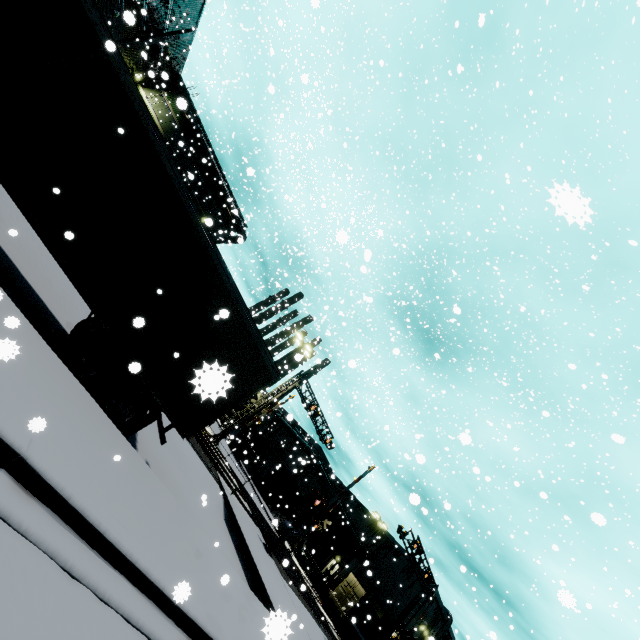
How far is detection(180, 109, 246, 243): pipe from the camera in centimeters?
2763cm

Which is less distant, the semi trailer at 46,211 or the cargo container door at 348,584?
Answer: the semi trailer at 46,211

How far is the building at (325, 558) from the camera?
40.3 meters

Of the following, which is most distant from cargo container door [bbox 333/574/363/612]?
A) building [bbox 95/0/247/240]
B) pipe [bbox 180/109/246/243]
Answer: pipe [bbox 180/109/246/243]

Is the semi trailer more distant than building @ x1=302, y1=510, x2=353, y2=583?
No

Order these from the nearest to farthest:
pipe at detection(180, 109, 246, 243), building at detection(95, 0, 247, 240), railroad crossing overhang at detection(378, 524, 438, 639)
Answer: building at detection(95, 0, 247, 240)
railroad crossing overhang at detection(378, 524, 438, 639)
pipe at detection(180, 109, 246, 243)

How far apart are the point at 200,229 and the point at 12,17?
4.23m

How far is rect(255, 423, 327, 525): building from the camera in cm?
4581
